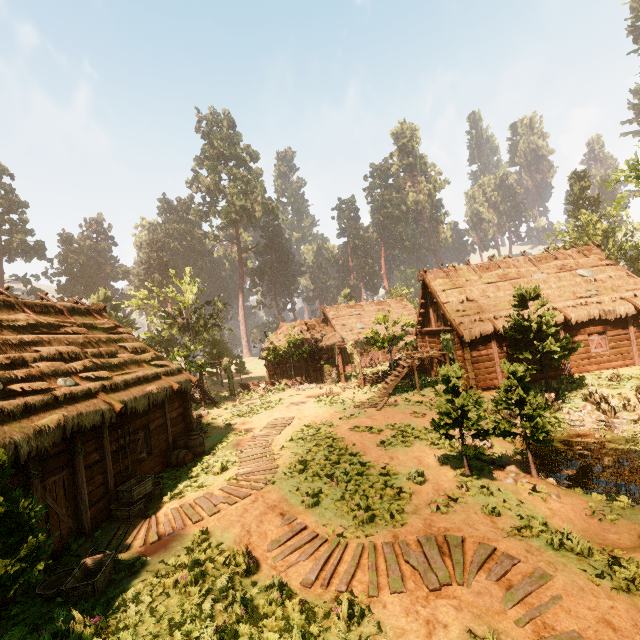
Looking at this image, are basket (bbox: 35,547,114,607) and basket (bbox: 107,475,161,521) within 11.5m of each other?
yes

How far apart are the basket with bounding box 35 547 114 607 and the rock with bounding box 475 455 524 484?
11.2 meters

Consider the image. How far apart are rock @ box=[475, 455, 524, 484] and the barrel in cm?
1075

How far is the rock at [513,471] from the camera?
9.8 meters

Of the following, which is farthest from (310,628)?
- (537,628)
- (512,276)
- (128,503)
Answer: (512,276)

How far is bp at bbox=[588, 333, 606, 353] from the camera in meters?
18.7

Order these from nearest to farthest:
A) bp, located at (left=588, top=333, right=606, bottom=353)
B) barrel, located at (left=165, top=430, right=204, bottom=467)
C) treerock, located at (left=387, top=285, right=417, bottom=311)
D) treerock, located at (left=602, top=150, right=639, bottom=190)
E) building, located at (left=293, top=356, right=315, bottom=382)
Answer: barrel, located at (left=165, top=430, right=204, bottom=467) → bp, located at (left=588, top=333, right=606, bottom=353) → treerock, located at (left=602, top=150, right=639, bottom=190) → building, located at (left=293, top=356, right=315, bottom=382) → treerock, located at (left=387, top=285, right=417, bottom=311)

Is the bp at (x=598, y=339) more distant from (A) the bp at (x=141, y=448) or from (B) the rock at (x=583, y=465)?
(A) the bp at (x=141, y=448)
